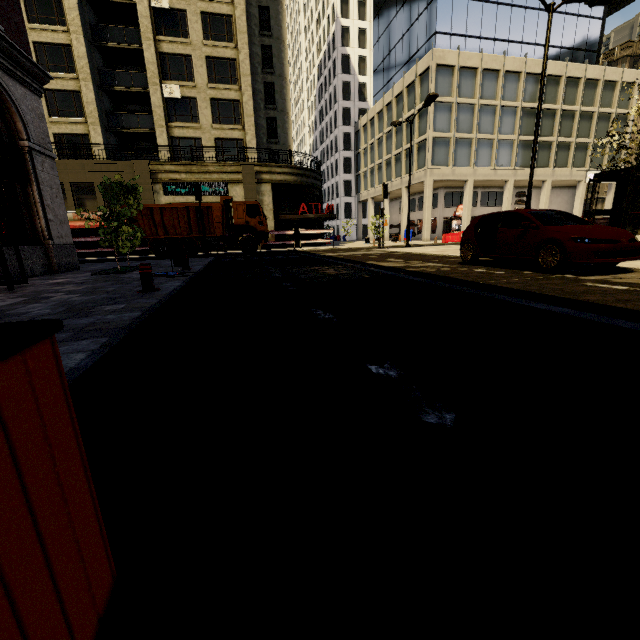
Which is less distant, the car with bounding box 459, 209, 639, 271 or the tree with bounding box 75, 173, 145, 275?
the car with bounding box 459, 209, 639, 271

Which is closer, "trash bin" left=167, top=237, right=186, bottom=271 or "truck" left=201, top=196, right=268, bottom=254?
"trash bin" left=167, top=237, right=186, bottom=271

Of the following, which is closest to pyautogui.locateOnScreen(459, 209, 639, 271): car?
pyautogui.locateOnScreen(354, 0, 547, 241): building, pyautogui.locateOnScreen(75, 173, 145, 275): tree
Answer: pyautogui.locateOnScreen(75, 173, 145, 275): tree

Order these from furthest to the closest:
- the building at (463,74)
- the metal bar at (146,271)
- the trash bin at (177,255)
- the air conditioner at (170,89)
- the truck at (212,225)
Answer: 1. the building at (463,74)
2. the air conditioner at (170,89)
3. the truck at (212,225)
4. the trash bin at (177,255)
5. the metal bar at (146,271)

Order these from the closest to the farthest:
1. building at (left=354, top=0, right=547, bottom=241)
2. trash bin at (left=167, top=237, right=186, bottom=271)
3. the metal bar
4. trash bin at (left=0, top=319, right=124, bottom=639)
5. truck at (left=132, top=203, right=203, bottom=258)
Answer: trash bin at (left=0, top=319, right=124, bottom=639)
the metal bar
trash bin at (left=167, top=237, right=186, bottom=271)
truck at (left=132, top=203, right=203, bottom=258)
building at (left=354, top=0, right=547, bottom=241)

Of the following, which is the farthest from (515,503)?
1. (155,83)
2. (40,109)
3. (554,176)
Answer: (554,176)

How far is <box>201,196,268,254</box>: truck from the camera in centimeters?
1914cm

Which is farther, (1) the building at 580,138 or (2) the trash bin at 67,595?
(1) the building at 580,138
